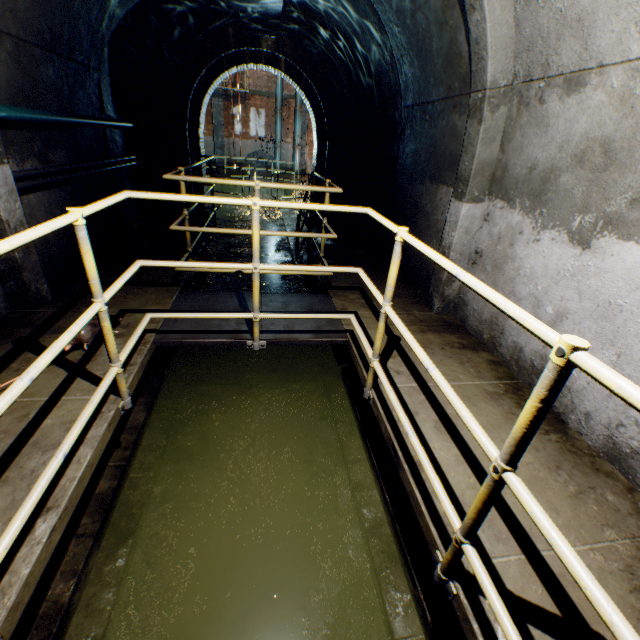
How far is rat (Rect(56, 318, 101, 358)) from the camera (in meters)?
2.49

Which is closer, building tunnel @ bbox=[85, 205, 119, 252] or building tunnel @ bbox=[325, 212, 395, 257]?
building tunnel @ bbox=[85, 205, 119, 252]

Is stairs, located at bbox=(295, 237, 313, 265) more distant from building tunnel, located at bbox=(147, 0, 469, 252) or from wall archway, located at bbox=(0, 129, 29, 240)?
wall archway, located at bbox=(0, 129, 29, 240)

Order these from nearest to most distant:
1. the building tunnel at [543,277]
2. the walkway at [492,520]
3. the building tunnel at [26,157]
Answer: the walkway at [492,520] → the building tunnel at [543,277] → the building tunnel at [26,157]

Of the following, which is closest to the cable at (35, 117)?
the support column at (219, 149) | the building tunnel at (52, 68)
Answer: the building tunnel at (52, 68)

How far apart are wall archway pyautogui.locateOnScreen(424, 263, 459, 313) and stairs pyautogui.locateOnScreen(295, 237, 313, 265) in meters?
2.3 m

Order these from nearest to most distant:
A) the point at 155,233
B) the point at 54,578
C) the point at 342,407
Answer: the point at 54,578
the point at 342,407
the point at 155,233
